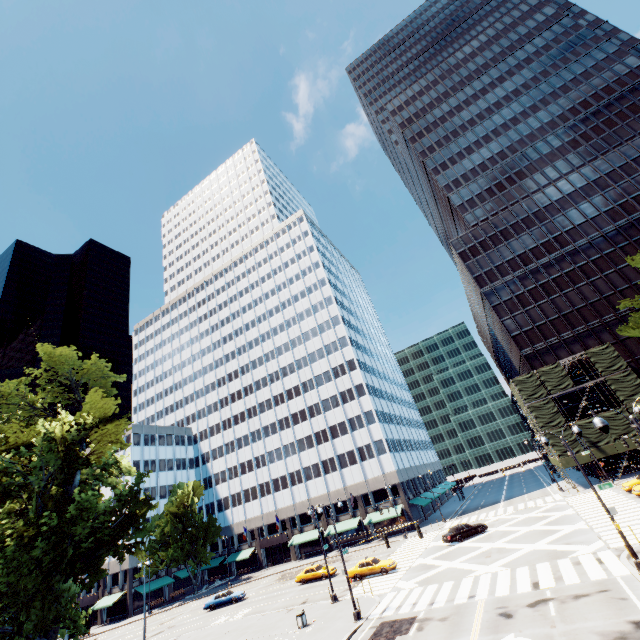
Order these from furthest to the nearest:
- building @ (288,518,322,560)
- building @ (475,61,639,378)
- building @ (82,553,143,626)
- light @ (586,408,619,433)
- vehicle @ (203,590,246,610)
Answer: building @ (288,518,322,560) → building @ (82,553,143,626) → building @ (475,61,639,378) → vehicle @ (203,590,246,610) → light @ (586,408,619,433)

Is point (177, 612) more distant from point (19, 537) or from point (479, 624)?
point (479, 624)

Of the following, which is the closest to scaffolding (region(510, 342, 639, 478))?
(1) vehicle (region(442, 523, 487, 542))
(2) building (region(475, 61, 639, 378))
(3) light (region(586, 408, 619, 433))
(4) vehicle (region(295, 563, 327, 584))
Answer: (2) building (region(475, 61, 639, 378))

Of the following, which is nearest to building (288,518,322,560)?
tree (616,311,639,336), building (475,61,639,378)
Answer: tree (616,311,639,336)

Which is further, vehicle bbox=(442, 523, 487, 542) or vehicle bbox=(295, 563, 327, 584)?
vehicle bbox=(295, 563, 327, 584)

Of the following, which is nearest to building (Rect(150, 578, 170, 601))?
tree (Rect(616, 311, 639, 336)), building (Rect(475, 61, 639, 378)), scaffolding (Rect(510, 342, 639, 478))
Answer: tree (Rect(616, 311, 639, 336))

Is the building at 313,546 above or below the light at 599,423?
below

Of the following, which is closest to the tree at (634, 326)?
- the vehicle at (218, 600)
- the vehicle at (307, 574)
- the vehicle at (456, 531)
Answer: the vehicle at (218, 600)
